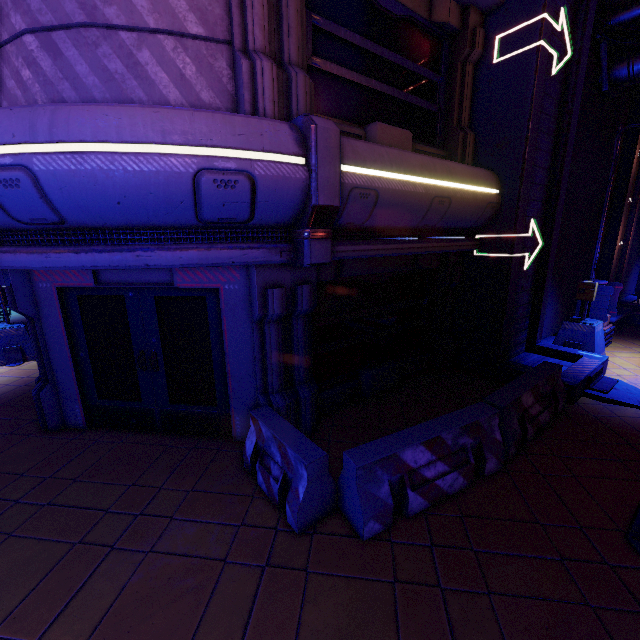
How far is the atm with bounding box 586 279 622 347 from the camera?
9.0m

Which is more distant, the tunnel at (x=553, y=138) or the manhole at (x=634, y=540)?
the tunnel at (x=553, y=138)

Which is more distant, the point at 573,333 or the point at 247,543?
the point at 573,333

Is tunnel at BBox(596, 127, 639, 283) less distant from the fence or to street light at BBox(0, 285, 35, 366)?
the fence

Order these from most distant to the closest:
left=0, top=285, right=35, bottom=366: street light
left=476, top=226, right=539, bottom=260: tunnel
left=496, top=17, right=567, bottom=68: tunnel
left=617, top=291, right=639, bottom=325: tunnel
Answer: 1. left=617, top=291, right=639, bottom=325: tunnel
2. left=0, top=285, right=35, bottom=366: street light
3. left=476, top=226, right=539, bottom=260: tunnel
4. left=496, top=17, right=567, bottom=68: tunnel

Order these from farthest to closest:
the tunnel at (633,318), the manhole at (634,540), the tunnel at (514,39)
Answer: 1. the tunnel at (633,318)
2. the tunnel at (514,39)
3. the manhole at (634,540)

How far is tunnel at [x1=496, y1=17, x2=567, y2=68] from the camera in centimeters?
588cm
